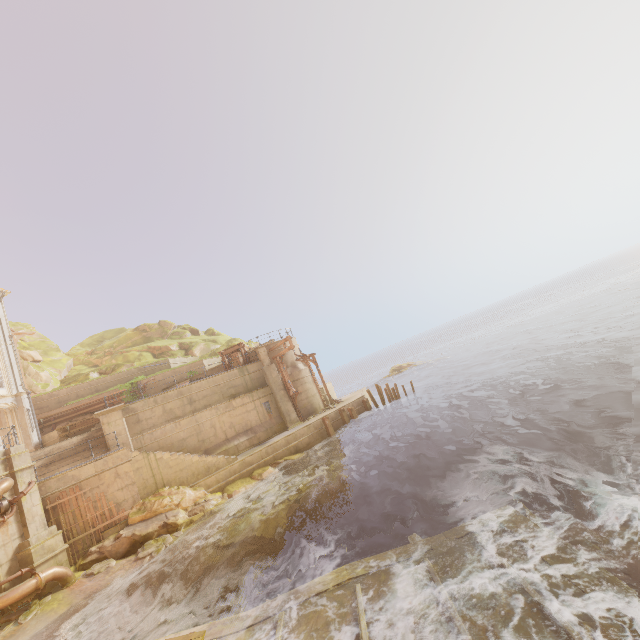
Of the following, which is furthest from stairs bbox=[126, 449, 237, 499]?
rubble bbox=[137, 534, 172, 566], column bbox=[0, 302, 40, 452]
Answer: column bbox=[0, 302, 40, 452]

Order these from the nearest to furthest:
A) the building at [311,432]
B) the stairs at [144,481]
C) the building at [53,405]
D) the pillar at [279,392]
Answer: the stairs at [144,481] < the building at [311,432] < the pillar at [279,392] < the building at [53,405]

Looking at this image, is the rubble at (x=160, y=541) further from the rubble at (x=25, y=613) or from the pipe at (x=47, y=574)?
the rubble at (x=25, y=613)

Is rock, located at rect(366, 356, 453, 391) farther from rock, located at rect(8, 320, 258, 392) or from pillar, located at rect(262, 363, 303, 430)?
pillar, located at rect(262, 363, 303, 430)

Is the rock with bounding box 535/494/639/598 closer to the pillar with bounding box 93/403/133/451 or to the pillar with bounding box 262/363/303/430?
the pillar with bounding box 262/363/303/430

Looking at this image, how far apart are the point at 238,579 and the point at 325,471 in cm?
792

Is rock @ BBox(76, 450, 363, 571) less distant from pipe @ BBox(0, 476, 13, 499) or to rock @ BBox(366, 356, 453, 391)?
pipe @ BBox(0, 476, 13, 499)

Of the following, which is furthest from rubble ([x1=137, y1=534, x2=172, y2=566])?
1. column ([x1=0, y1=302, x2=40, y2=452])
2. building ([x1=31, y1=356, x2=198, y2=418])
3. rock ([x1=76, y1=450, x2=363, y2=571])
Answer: column ([x1=0, y1=302, x2=40, y2=452])
